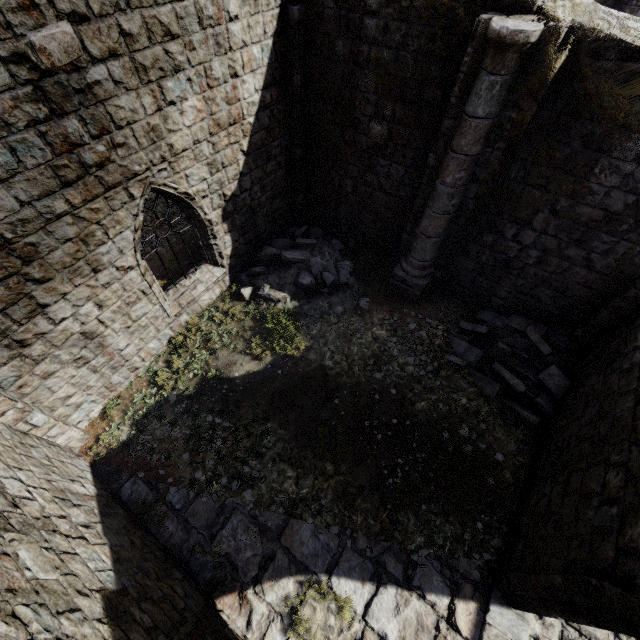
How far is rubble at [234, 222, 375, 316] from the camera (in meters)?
9.27

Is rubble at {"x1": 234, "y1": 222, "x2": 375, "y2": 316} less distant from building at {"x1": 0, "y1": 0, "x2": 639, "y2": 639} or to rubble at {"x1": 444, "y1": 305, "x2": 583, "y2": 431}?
building at {"x1": 0, "y1": 0, "x2": 639, "y2": 639}

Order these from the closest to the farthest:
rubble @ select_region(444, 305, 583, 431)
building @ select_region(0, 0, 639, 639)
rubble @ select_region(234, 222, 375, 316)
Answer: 1. building @ select_region(0, 0, 639, 639)
2. rubble @ select_region(444, 305, 583, 431)
3. rubble @ select_region(234, 222, 375, 316)

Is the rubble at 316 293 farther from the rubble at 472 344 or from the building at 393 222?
the rubble at 472 344

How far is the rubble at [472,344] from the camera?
7.6 meters

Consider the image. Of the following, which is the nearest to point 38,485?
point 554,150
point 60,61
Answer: point 60,61

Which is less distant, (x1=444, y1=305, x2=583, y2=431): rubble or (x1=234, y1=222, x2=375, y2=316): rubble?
(x1=444, y1=305, x2=583, y2=431): rubble
